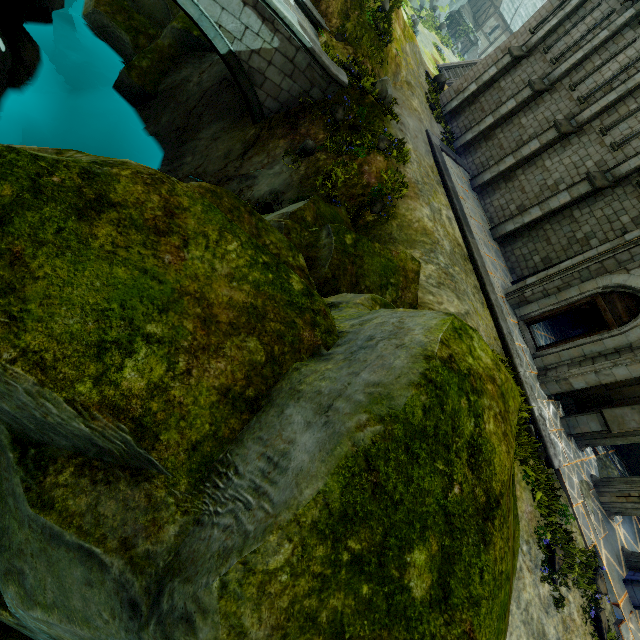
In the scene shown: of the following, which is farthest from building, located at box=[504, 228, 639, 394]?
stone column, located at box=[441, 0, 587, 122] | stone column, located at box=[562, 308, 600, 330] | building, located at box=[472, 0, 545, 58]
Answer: building, located at box=[472, 0, 545, 58]

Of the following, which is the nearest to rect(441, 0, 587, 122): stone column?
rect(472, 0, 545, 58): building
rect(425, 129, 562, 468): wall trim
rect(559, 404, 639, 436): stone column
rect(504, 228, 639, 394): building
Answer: rect(425, 129, 562, 468): wall trim

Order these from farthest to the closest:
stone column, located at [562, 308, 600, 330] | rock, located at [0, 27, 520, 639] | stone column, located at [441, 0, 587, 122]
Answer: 1. stone column, located at [562, 308, 600, 330]
2. stone column, located at [441, 0, 587, 122]
3. rock, located at [0, 27, 520, 639]

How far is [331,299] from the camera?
6.02m

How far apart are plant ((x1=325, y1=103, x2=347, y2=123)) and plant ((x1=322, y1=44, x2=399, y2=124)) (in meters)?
1.05

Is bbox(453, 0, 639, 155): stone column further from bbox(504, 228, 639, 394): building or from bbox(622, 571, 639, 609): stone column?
bbox(622, 571, 639, 609): stone column

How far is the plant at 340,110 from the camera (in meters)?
12.52

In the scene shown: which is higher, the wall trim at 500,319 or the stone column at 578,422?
the stone column at 578,422
